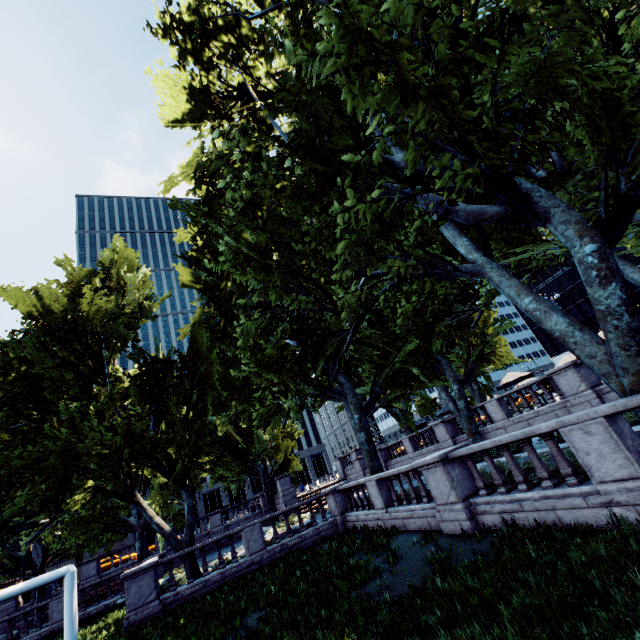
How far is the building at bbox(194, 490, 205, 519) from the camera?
58.0 meters

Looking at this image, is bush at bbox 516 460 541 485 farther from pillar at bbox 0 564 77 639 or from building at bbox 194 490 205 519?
building at bbox 194 490 205 519

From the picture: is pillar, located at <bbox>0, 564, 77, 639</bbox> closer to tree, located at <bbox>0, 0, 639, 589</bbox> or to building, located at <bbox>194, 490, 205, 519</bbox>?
tree, located at <bbox>0, 0, 639, 589</bbox>

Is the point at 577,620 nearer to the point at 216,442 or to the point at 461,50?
the point at 461,50

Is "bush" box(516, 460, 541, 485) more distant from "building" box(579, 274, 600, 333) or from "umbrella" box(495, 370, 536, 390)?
"building" box(579, 274, 600, 333)

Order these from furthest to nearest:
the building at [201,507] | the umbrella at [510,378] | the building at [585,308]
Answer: the building at [585,308] → the building at [201,507] → the umbrella at [510,378]

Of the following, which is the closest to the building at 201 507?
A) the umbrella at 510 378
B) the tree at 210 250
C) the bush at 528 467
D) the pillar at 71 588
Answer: the tree at 210 250

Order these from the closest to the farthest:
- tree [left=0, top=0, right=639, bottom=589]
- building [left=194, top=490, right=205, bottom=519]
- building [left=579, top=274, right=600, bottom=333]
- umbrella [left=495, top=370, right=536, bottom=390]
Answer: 1. tree [left=0, top=0, right=639, bottom=589]
2. umbrella [left=495, top=370, right=536, bottom=390]
3. building [left=194, top=490, right=205, bottom=519]
4. building [left=579, top=274, right=600, bottom=333]
